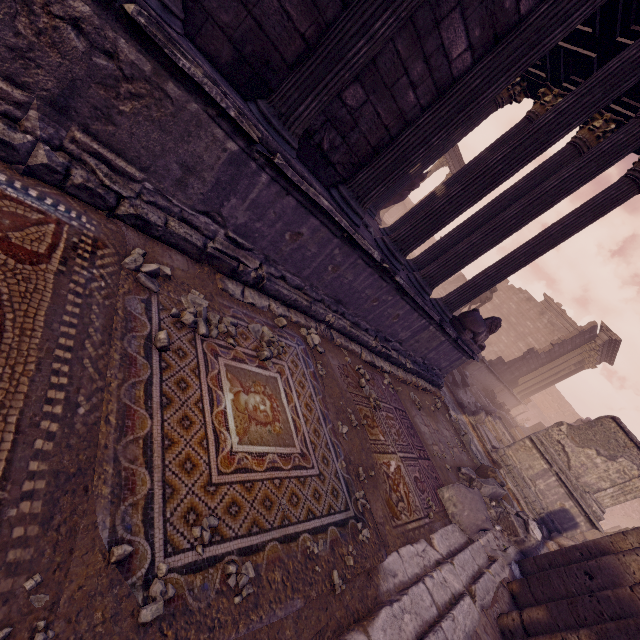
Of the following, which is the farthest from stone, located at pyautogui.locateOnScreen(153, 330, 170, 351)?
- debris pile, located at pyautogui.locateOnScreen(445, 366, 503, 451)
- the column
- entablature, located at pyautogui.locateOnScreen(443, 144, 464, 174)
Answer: the column

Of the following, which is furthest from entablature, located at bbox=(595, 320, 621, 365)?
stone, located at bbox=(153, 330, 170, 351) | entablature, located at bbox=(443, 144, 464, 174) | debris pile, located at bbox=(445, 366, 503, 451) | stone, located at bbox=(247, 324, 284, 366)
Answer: stone, located at bbox=(153, 330, 170, 351)

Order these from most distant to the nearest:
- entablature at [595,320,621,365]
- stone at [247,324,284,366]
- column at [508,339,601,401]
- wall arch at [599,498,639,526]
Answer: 1. wall arch at [599,498,639,526]
2. column at [508,339,601,401]
3. entablature at [595,320,621,365]
4. stone at [247,324,284,366]

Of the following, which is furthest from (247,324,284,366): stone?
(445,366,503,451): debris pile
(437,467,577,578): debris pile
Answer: Answer: (445,366,503,451): debris pile

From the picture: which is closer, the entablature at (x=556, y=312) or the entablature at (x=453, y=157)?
the entablature at (x=453, y=157)

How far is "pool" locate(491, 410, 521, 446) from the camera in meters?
14.7 m

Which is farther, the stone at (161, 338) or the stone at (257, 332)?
the stone at (257, 332)

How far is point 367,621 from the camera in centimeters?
244cm
